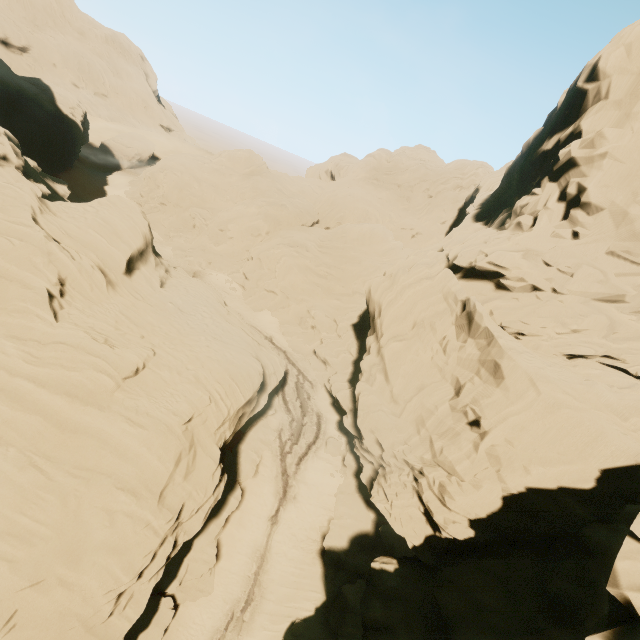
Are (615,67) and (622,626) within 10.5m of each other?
no
